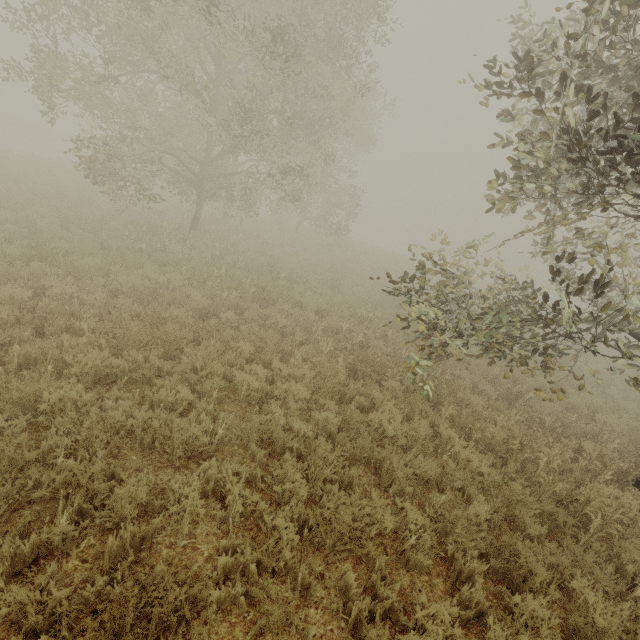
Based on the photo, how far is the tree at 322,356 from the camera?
7.69m

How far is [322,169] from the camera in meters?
22.0 m

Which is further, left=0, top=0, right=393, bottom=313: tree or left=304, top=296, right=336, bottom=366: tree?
left=0, top=0, right=393, bottom=313: tree

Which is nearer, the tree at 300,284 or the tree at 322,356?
the tree at 322,356

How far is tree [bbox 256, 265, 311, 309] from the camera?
10.0 meters

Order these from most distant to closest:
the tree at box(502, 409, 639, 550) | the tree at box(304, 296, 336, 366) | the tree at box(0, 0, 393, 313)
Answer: the tree at box(0, 0, 393, 313), the tree at box(304, 296, 336, 366), the tree at box(502, 409, 639, 550)
